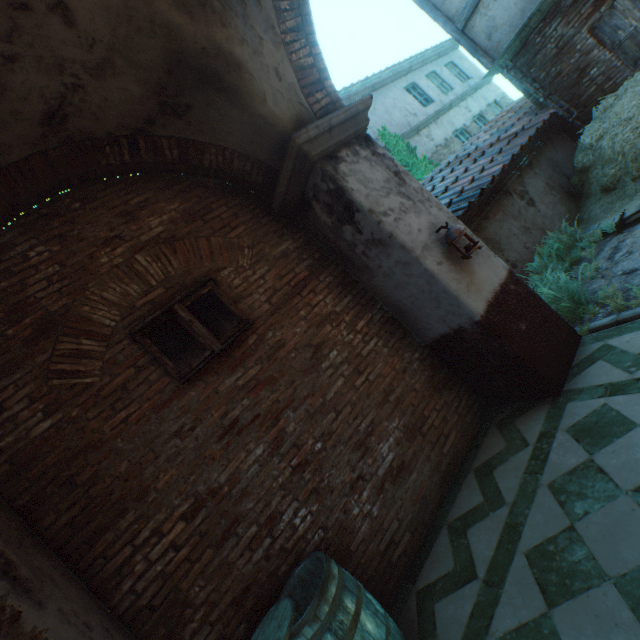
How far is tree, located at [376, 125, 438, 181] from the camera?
10.9 meters

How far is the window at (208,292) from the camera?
3.25m

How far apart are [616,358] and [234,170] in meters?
4.8

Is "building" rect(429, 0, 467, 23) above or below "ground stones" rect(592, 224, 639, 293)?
above

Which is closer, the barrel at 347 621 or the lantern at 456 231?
the barrel at 347 621

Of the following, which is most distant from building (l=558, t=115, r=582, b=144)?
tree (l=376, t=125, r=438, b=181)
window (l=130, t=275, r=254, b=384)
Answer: tree (l=376, t=125, r=438, b=181)

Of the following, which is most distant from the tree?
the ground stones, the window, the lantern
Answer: the window

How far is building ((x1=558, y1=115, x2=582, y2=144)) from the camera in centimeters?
802cm
